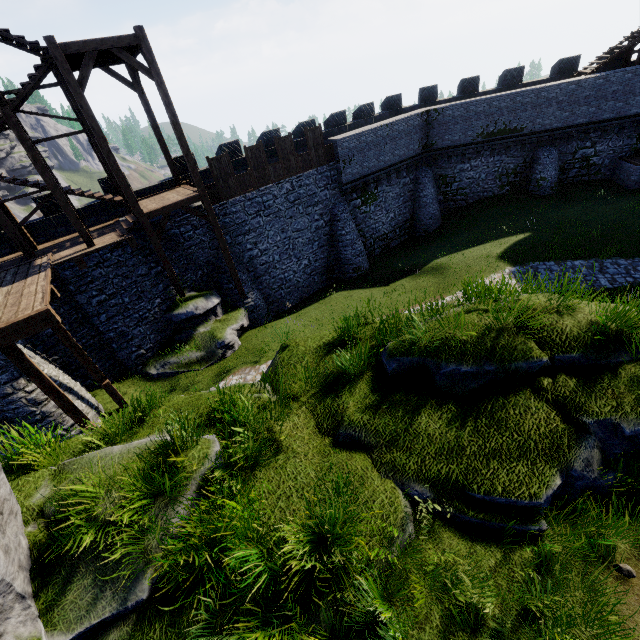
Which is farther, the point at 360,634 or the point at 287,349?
the point at 287,349

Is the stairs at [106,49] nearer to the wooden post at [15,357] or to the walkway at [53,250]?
the walkway at [53,250]

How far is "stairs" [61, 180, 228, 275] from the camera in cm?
1440

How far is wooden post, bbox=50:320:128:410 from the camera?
11.5m

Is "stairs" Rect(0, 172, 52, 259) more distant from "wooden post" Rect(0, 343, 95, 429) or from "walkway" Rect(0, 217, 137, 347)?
"wooden post" Rect(0, 343, 95, 429)

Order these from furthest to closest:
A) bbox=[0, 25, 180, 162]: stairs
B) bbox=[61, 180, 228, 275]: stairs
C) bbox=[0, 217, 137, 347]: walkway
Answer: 1. bbox=[61, 180, 228, 275]: stairs
2. bbox=[0, 25, 180, 162]: stairs
3. bbox=[0, 217, 137, 347]: walkway

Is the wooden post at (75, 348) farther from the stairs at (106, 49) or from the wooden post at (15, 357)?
the stairs at (106, 49)

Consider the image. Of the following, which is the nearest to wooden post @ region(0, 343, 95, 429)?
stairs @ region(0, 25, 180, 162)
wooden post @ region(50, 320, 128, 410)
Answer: wooden post @ region(50, 320, 128, 410)
